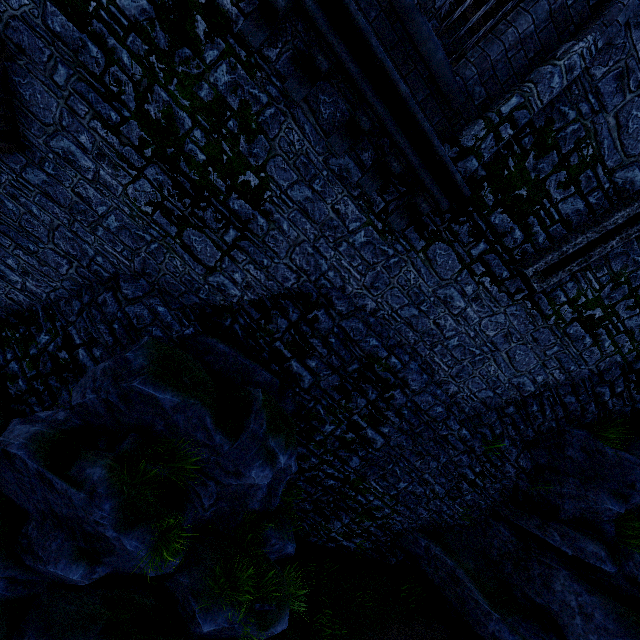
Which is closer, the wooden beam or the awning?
the awning

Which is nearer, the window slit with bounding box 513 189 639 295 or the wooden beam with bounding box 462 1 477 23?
the window slit with bounding box 513 189 639 295

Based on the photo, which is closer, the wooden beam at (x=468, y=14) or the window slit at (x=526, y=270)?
the window slit at (x=526, y=270)

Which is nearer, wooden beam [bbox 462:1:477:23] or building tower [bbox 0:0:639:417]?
building tower [bbox 0:0:639:417]

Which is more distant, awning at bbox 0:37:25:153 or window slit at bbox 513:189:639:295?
window slit at bbox 513:189:639:295

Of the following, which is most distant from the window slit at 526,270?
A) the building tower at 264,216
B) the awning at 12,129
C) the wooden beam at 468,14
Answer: the awning at 12,129

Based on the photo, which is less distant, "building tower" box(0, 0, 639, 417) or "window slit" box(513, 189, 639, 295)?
"building tower" box(0, 0, 639, 417)

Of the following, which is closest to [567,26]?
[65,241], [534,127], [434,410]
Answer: [534,127]
